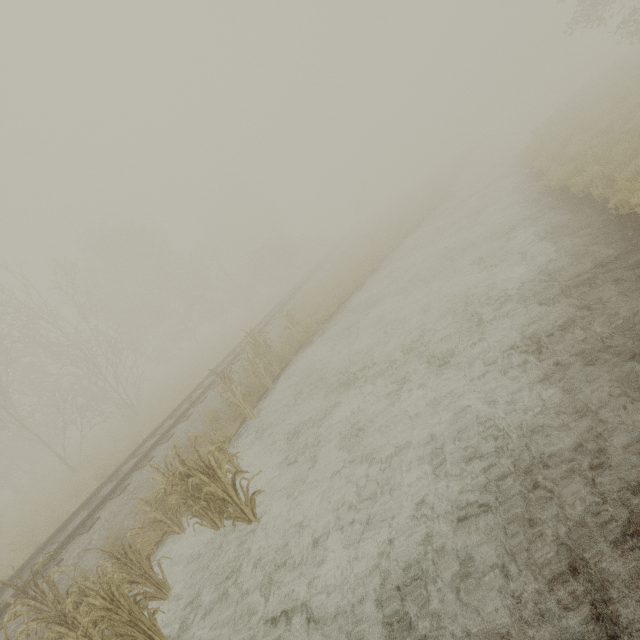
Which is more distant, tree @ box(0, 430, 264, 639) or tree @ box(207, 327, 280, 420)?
tree @ box(207, 327, 280, 420)

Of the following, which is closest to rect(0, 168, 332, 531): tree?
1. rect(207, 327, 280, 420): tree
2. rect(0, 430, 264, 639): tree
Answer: rect(0, 430, 264, 639): tree

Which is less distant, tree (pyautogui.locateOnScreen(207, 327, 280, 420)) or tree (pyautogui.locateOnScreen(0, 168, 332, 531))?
tree (pyautogui.locateOnScreen(207, 327, 280, 420))

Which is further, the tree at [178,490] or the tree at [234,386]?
the tree at [234,386]

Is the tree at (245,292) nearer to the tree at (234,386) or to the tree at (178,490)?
the tree at (178,490)

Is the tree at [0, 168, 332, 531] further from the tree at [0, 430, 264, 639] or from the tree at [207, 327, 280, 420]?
the tree at [207, 327, 280, 420]

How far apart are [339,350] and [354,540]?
6.63m
